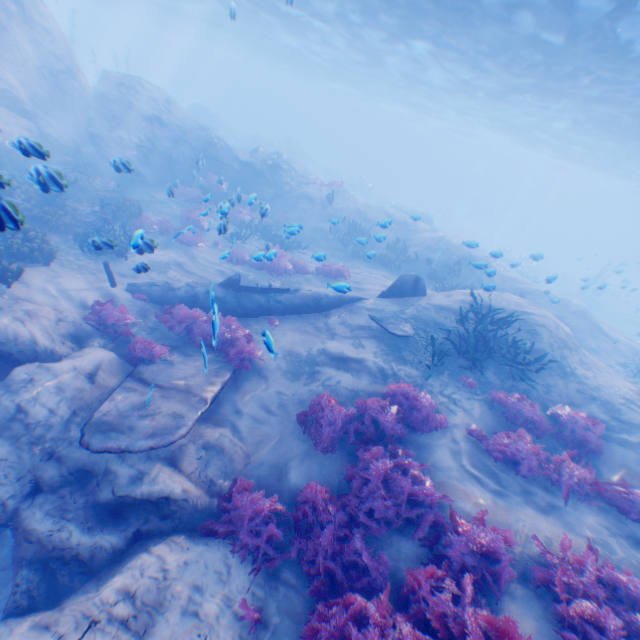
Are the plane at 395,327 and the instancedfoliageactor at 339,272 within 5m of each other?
yes

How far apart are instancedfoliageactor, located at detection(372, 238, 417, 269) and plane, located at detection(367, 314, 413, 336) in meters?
8.0 m

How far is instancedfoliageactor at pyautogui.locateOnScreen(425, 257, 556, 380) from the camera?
9.1m

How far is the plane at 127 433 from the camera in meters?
5.4 m

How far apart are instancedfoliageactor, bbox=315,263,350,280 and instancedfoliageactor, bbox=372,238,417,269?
4.1 meters

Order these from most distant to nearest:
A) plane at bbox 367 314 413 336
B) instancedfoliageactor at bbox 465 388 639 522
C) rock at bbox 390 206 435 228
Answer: rock at bbox 390 206 435 228
plane at bbox 367 314 413 336
instancedfoliageactor at bbox 465 388 639 522

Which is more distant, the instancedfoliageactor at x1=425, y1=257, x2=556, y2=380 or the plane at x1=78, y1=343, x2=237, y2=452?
the instancedfoliageactor at x1=425, y1=257, x2=556, y2=380

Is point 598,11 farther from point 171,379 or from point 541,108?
point 171,379
